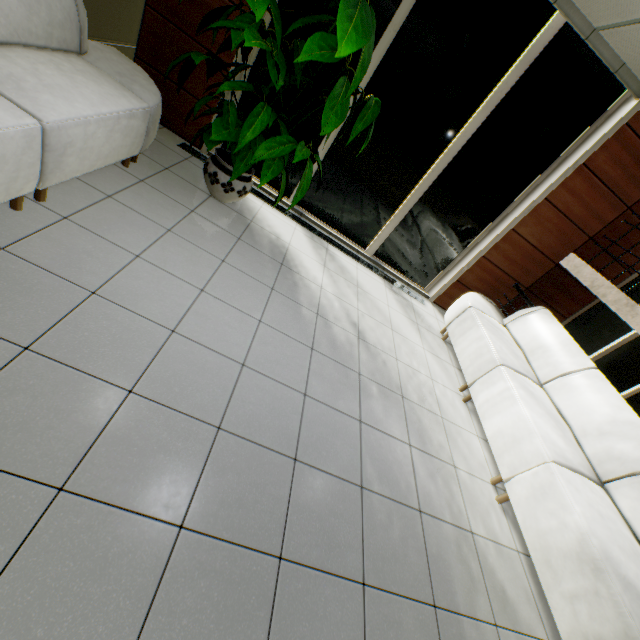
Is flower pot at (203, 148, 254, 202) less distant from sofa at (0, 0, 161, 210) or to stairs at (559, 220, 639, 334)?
sofa at (0, 0, 161, 210)

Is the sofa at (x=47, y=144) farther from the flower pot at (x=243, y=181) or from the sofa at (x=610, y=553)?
the sofa at (x=610, y=553)

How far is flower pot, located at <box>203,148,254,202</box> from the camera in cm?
326

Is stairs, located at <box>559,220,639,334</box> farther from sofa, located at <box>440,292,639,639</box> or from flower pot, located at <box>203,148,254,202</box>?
flower pot, located at <box>203,148,254,202</box>

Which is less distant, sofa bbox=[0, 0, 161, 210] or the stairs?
sofa bbox=[0, 0, 161, 210]

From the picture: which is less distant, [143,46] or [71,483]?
[71,483]

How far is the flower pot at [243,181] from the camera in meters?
3.3
